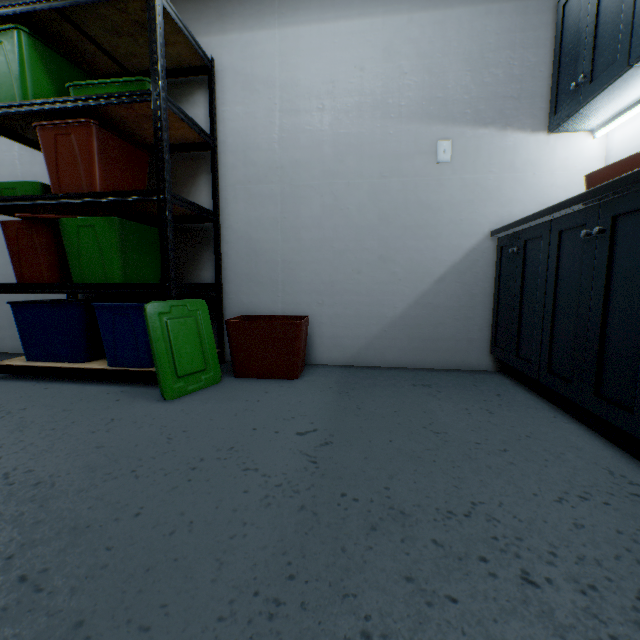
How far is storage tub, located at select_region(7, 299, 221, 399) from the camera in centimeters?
158cm

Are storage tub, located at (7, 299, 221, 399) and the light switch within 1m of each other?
no

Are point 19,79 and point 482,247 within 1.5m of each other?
no

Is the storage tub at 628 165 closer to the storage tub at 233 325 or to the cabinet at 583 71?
the cabinet at 583 71

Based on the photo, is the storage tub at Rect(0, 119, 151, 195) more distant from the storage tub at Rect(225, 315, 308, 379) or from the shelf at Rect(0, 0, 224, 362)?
the storage tub at Rect(225, 315, 308, 379)

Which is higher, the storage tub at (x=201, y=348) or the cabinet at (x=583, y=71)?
the cabinet at (x=583, y=71)

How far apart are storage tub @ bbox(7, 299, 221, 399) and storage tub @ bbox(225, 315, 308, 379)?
0.2m

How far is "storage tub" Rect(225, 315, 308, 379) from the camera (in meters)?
1.84
